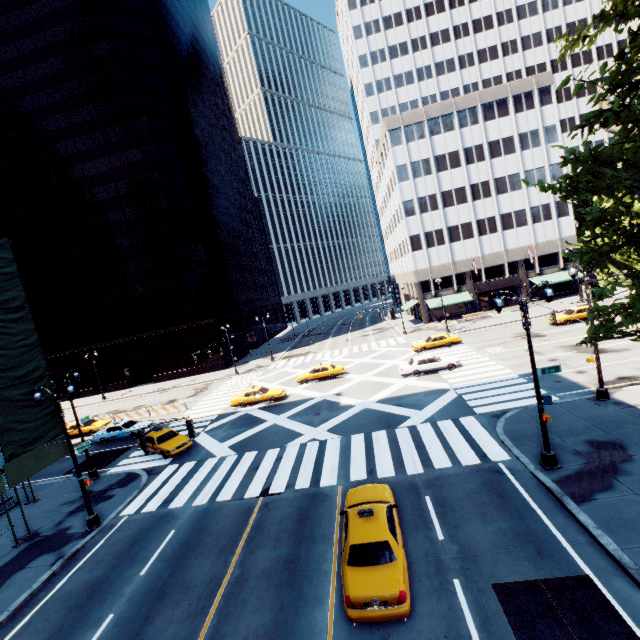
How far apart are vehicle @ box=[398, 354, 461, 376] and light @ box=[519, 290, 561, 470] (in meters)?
14.19

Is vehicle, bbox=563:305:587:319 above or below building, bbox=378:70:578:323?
below

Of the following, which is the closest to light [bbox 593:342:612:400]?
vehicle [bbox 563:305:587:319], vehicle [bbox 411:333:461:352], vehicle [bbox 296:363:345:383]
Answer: vehicle [bbox 411:333:461:352]

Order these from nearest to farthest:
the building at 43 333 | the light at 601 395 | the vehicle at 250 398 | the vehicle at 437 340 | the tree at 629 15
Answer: the tree at 629 15
the light at 601 395
the vehicle at 250 398
the vehicle at 437 340
the building at 43 333

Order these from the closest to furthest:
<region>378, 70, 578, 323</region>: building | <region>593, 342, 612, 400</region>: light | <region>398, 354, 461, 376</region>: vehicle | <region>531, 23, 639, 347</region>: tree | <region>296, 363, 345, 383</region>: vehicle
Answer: <region>531, 23, 639, 347</region>: tree
<region>593, 342, 612, 400</region>: light
<region>398, 354, 461, 376</region>: vehicle
<region>296, 363, 345, 383</region>: vehicle
<region>378, 70, 578, 323</region>: building

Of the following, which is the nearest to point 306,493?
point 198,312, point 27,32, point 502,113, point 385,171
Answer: point 198,312

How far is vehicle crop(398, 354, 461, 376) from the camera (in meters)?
27.59

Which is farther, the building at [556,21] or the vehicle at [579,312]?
the building at [556,21]
